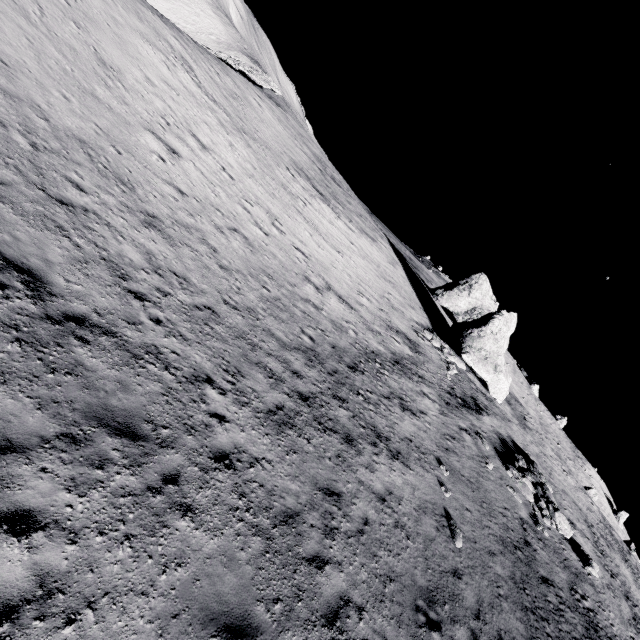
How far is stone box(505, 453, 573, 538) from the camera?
17.2m

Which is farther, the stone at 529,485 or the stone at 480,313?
the stone at 480,313

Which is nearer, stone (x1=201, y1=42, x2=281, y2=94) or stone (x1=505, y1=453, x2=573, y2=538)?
stone (x1=505, y1=453, x2=573, y2=538)

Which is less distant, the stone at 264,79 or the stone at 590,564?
the stone at 590,564

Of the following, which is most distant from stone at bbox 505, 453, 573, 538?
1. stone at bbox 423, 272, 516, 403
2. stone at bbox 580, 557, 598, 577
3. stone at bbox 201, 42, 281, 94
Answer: stone at bbox 201, 42, 281, 94

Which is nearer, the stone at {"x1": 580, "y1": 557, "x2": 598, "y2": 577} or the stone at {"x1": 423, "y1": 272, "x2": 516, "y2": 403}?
the stone at {"x1": 580, "y1": 557, "x2": 598, "y2": 577}

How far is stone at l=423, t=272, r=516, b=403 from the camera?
25.58m

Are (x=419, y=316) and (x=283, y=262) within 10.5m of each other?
no
